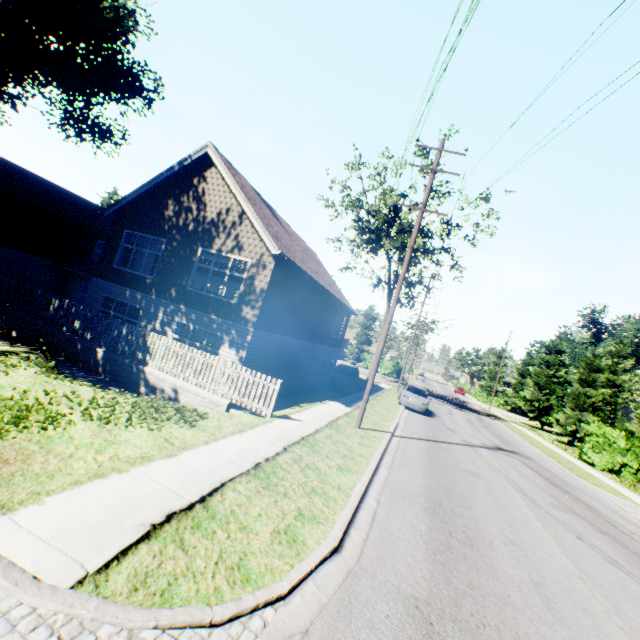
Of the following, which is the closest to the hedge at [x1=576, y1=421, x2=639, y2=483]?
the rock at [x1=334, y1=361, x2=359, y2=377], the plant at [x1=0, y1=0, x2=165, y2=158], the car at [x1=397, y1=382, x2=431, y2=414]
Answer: the car at [x1=397, y1=382, x2=431, y2=414]

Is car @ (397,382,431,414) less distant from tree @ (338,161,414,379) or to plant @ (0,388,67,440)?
plant @ (0,388,67,440)

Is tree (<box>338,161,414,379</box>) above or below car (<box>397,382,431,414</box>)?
above

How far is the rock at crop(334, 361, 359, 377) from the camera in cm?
3394

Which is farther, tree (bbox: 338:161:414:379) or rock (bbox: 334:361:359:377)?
rock (bbox: 334:361:359:377)

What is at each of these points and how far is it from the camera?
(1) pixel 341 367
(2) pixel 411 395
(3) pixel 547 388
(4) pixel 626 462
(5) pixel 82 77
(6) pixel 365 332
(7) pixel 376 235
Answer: (1) rock, 34.2 meters
(2) car, 22.0 meters
(3) tree, 39.8 meters
(4) hedge, 21.0 meters
(5) plant, 23.3 meters
(6) tree, 53.7 meters
(7) tree, 32.6 meters

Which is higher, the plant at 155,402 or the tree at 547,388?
the tree at 547,388

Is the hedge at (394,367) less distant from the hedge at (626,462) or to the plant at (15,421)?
A: the hedge at (626,462)
